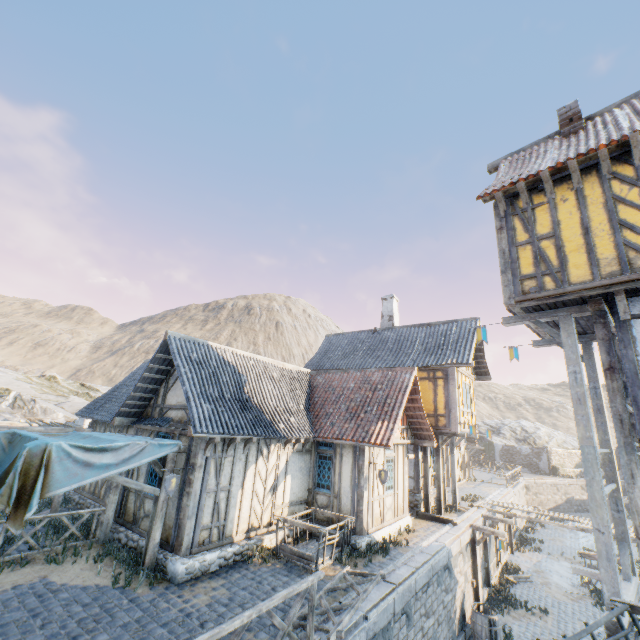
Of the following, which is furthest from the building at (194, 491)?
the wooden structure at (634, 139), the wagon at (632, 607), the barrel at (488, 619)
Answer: the wooden structure at (634, 139)

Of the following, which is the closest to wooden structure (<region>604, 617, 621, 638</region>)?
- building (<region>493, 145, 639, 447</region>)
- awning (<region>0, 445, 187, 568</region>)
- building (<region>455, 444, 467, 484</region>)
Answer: building (<region>493, 145, 639, 447</region>)

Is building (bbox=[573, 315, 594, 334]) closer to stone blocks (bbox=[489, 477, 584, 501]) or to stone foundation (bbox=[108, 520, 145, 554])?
stone blocks (bbox=[489, 477, 584, 501])

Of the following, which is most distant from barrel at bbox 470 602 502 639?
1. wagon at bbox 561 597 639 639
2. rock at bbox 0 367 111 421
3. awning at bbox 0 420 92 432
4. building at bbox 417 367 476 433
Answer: rock at bbox 0 367 111 421

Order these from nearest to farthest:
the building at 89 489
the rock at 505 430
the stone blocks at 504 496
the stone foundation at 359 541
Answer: the stone foundation at 359 541, the building at 89 489, the stone blocks at 504 496, the rock at 505 430

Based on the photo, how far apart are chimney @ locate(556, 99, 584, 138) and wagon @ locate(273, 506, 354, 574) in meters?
12.9 m

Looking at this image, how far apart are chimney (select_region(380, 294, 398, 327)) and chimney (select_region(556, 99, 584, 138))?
12.4 meters

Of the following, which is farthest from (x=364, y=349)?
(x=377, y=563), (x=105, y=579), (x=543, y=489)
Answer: (x=543, y=489)
